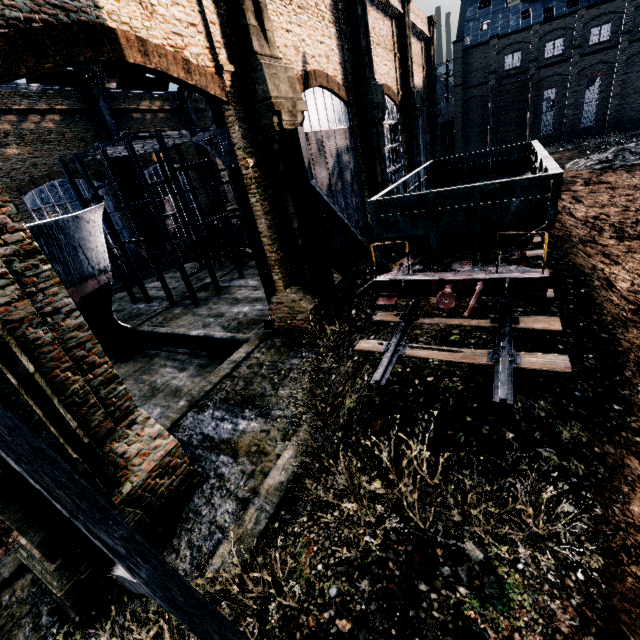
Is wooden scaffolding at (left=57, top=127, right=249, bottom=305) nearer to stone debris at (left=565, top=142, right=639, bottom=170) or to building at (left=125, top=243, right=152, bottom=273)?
building at (left=125, top=243, right=152, bottom=273)

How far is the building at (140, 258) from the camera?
37.56m

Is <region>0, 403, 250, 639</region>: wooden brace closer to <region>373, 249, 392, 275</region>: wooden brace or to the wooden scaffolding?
<region>373, 249, 392, 275</region>: wooden brace

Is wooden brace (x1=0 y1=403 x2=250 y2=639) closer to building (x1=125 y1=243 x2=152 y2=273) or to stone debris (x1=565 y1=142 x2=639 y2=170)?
building (x1=125 y1=243 x2=152 y2=273)

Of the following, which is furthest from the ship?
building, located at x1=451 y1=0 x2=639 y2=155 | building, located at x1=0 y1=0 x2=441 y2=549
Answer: building, located at x1=451 y1=0 x2=639 y2=155

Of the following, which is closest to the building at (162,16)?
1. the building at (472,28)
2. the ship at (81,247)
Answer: the ship at (81,247)

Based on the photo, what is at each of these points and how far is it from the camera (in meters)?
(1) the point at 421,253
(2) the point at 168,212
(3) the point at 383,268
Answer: (1) rail car, 11.70
(2) building, 41.47
(3) wooden brace, 13.81

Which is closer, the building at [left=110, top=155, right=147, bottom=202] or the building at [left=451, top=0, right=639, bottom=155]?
the building at [left=110, top=155, right=147, bottom=202]
